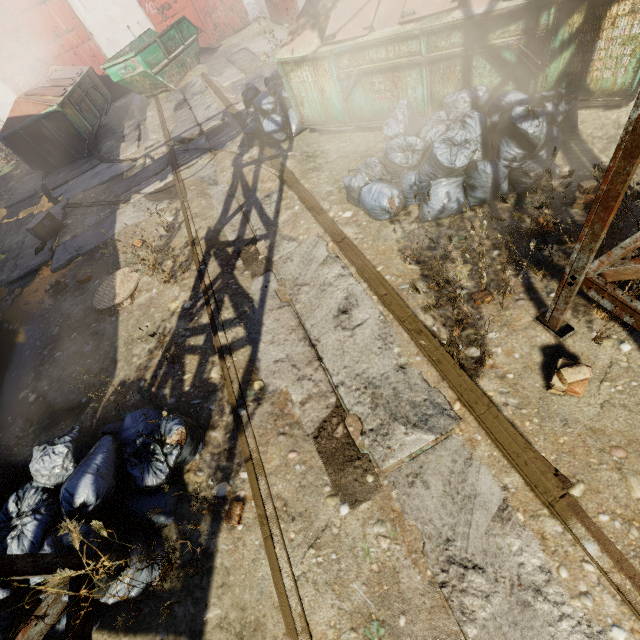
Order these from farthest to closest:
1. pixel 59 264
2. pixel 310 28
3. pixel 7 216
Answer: pixel 7 216
pixel 59 264
pixel 310 28

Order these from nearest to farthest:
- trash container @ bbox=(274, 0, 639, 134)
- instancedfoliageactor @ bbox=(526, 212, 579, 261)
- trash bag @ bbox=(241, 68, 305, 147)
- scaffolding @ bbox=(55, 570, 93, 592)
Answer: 1. scaffolding @ bbox=(55, 570, 93, 592)
2. instancedfoliageactor @ bbox=(526, 212, 579, 261)
3. trash container @ bbox=(274, 0, 639, 134)
4. trash bag @ bbox=(241, 68, 305, 147)

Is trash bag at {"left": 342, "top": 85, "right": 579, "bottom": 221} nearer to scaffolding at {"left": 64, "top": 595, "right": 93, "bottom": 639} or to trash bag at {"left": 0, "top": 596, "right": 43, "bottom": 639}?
scaffolding at {"left": 64, "top": 595, "right": 93, "bottom": 639}

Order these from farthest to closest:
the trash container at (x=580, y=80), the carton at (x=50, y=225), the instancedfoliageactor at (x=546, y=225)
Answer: the carton at (x=50, y=225)
the trash container at (x=580, y=80)
the instancedfoliageactor at (x=546, y=225)

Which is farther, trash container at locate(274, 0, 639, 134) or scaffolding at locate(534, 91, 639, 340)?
trash container at locate(274, 0, 639, 134)

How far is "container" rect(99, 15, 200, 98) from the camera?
10.4m

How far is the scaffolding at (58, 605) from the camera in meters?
2.0 m

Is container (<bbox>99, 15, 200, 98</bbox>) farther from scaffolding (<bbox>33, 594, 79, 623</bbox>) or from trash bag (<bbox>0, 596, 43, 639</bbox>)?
scaffolding (<bbox>33, 594, 79, 623</bbox>)
